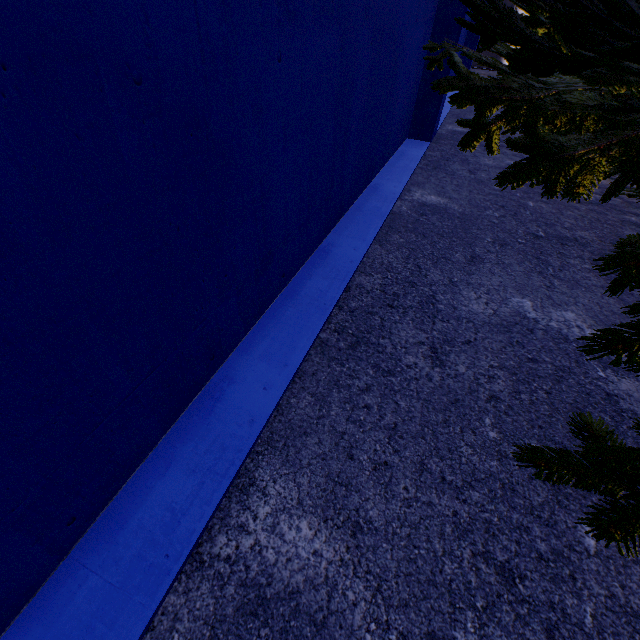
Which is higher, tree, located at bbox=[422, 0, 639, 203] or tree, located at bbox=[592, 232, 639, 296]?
tree, located at bbox=[422, 0, 639, 203]

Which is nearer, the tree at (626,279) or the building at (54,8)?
the building at (54,8)

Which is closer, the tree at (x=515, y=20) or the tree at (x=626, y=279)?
the tree at (x=515, y=20)

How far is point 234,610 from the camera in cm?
142

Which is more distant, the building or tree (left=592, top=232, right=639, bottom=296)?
tree (left=592, top=232, right=639, bottom=296)

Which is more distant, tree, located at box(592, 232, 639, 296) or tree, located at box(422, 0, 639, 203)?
tree, located at box(592, 232, 639, 296)
